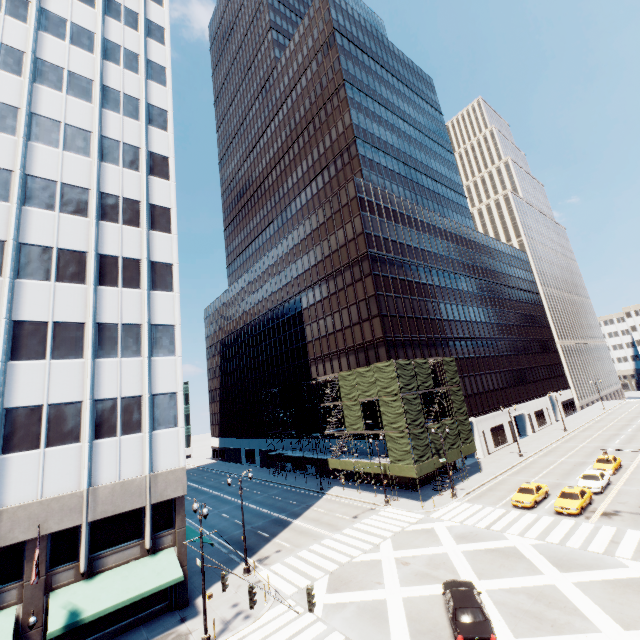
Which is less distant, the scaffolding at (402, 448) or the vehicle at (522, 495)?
the vehicle at (522, 495)

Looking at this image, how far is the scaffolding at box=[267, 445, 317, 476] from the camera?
49.66m

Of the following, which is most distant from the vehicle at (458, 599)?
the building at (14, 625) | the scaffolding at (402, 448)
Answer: the building at (14, 625)

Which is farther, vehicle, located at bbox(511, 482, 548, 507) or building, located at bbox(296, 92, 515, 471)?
building, located at bbox(296, 92, 515, 471)

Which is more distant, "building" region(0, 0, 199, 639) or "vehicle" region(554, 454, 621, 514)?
"vehicle" region(554, 454, 621, 514)

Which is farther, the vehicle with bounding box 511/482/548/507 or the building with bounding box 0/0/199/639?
the vehicle with bounding box 511/482/548/507

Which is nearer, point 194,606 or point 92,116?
point 194,606

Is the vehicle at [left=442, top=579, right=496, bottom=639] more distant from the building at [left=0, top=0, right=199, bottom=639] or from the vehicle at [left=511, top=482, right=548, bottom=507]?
the building at [left=0, top=0, right=199, bottom=639]
